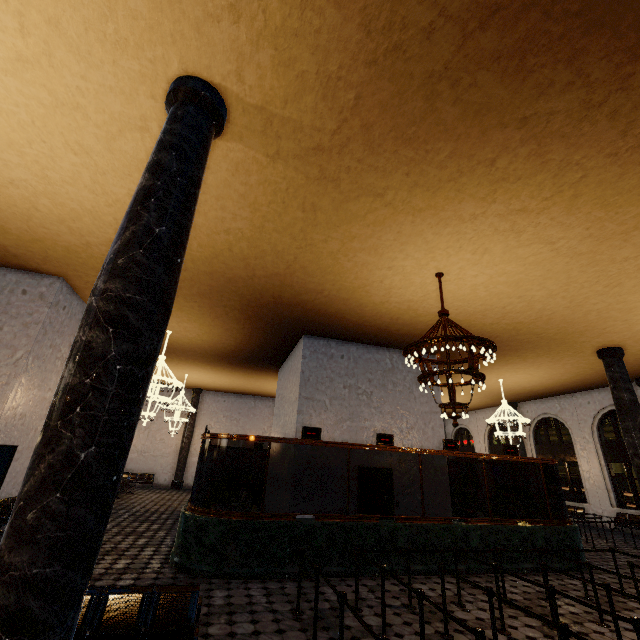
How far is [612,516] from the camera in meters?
15.9
